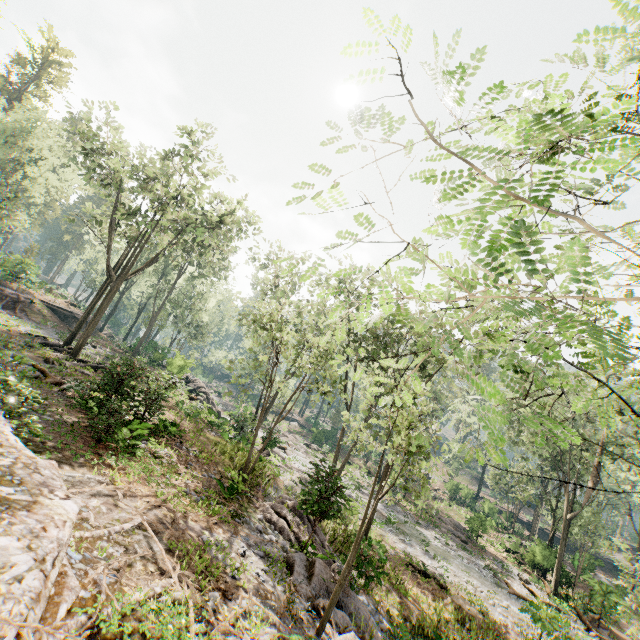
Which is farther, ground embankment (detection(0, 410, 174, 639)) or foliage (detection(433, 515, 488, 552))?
foliage (detection(433, 515, 488, 552))

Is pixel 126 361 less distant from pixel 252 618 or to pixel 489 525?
pixel 252 618

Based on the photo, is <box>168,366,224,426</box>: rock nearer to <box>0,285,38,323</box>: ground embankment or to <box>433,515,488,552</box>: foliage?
<box>433,515,488,552</box>: foliage

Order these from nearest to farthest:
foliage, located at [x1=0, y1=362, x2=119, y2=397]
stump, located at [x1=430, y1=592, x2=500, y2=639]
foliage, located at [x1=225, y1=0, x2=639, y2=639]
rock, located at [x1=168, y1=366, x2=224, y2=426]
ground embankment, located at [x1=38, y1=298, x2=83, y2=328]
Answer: foliage, located at [x1=225, y1=0, x2=639, y2=639] < foliage, located at [x1=0, y1=362, x2=119, y2=397] < stump, located at [x1=430, y1=592, x2=500, y2=639] < rock, located at [x1=168, y1=366, x2=224, y2=426] < ground embankment, located at [x1=38, y1=298, x2=83, y2=328]

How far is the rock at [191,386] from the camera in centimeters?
2473cm

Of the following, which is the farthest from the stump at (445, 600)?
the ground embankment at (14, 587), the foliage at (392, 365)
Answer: the ground embankment at (14, 587)

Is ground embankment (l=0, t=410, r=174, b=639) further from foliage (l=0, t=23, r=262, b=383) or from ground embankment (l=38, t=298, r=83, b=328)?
ground embankment (l=38, t=298, r=83, b=328)

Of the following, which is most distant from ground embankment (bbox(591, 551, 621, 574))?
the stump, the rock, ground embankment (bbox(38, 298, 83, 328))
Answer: ground embankment (bbox(38, 298, 83, 328))
